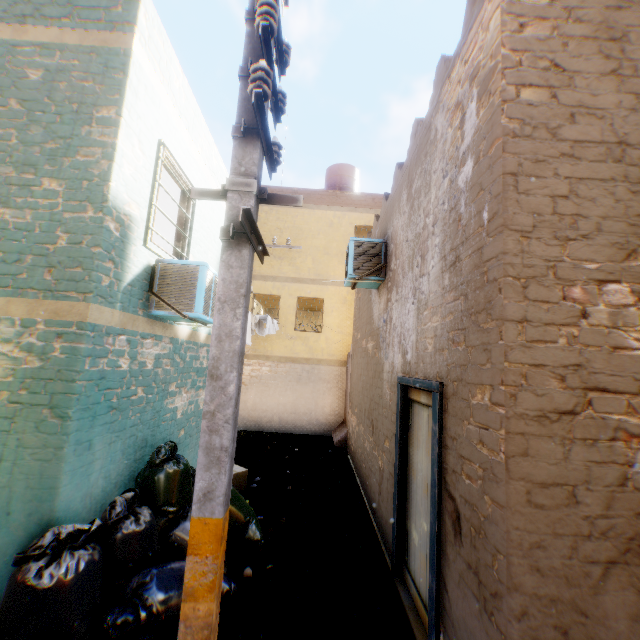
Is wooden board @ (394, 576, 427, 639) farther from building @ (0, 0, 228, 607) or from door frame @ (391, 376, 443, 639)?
building @ (0, 0, 228, 607)

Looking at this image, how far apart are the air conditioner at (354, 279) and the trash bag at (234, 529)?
1.96m

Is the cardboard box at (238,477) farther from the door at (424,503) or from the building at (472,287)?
the door at (424,503)

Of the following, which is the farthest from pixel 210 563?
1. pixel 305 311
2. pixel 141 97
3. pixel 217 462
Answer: pixel 305 311

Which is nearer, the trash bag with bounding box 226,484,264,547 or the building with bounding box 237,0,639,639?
the building with bounding box 237,0,639,639

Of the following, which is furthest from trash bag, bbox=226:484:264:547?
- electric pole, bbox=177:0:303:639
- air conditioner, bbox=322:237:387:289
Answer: air conditioner, bbox=322:237:387:289

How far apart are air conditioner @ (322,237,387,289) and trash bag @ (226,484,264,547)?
2.0 meters

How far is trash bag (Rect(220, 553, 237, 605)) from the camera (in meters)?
3.35
